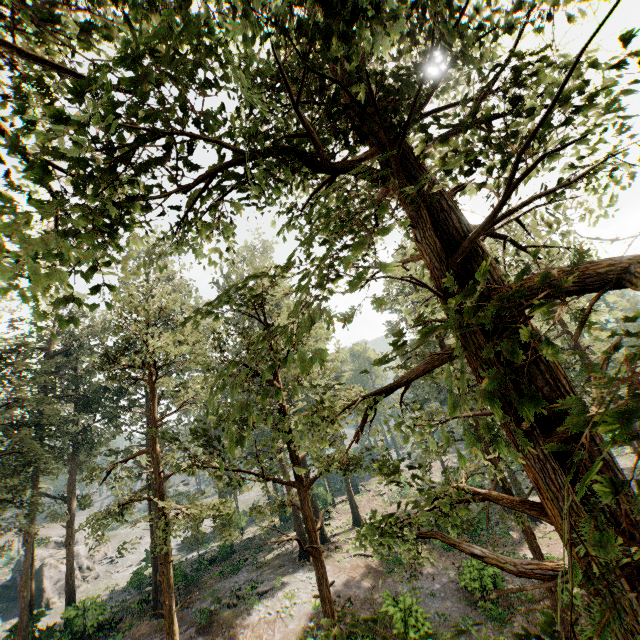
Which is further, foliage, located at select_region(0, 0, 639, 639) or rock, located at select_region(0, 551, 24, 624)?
rock, located at select_region(0, 551, 24, 624)

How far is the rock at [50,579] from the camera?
36.3m

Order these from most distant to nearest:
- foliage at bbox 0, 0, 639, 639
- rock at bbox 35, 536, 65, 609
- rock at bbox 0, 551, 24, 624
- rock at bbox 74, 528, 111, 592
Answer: rock at bbox 74, 528, 111, 592
rock at bbox 0, 551, 24, 624
rock at bbox 35, 536, 65, 609
foliage at bbox 0, 0, 639, 639

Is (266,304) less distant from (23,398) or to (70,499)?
(23,398)

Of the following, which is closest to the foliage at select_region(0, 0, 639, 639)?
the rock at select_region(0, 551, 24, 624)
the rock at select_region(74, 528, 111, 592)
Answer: the rock at select_region(0, 551, 24, 624)

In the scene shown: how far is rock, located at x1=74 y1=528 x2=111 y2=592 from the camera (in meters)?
39.44

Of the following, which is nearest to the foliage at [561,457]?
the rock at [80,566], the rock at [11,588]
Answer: the rock at [11,588]
